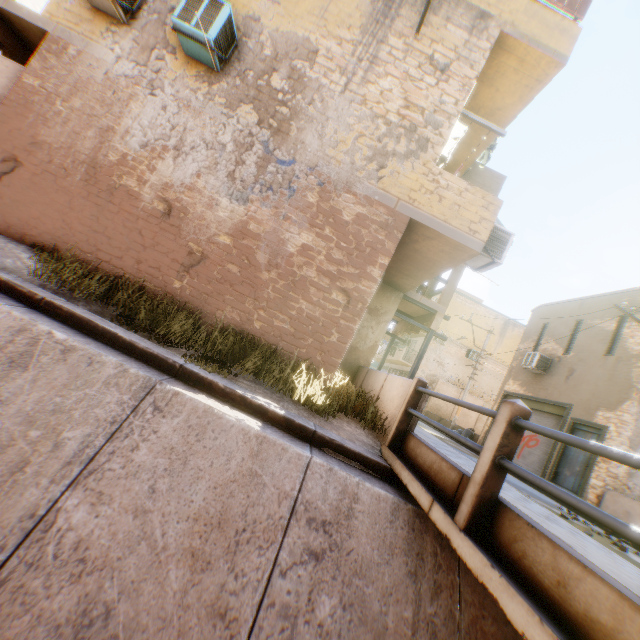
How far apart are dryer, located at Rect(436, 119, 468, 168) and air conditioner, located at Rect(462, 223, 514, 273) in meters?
1.4

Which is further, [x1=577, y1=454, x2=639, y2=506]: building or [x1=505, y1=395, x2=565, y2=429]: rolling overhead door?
[x1=505, y1=395, x2=565, y2=429]: rolling overhead door

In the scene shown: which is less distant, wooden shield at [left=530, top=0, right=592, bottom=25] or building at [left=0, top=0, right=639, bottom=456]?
building at [left=0, top=0, right=639, bottom=456]

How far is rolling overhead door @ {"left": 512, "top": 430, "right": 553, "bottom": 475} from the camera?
13.5 meters

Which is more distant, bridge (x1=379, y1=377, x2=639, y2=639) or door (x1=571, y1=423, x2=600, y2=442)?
door (x1=571, y1=423, x2=600, y2=442)

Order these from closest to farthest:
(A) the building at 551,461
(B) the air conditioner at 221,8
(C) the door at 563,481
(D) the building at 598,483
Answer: (B) the air conditioner at 221,8 < (D) the building at 598,483 < (C) the door at 563,481 < (A) the building at 551,461

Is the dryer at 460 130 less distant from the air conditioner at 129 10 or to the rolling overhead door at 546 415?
the rolling overhead door at 546 415

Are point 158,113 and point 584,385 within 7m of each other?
no
